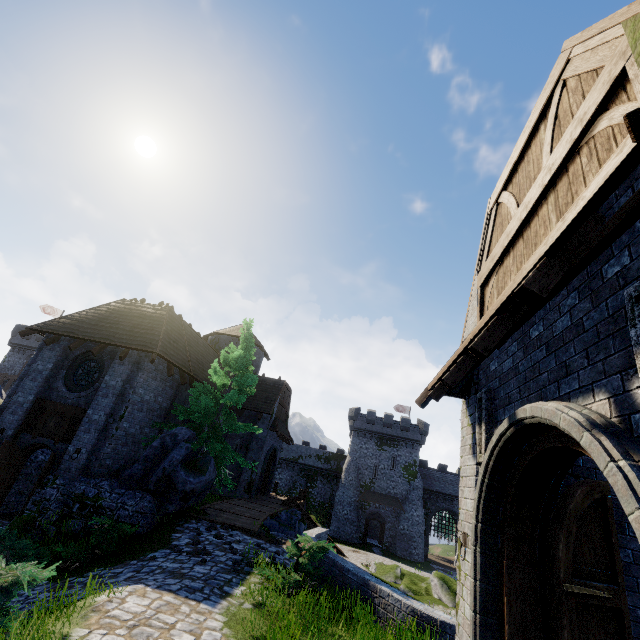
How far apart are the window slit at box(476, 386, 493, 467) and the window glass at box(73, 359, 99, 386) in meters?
16.0 m

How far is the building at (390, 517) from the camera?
41.78m

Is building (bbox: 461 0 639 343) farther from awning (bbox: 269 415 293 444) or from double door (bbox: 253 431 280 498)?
double door (bbox: 253 431 280 498)

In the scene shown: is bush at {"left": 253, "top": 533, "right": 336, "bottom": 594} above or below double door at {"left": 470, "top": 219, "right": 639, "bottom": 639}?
below

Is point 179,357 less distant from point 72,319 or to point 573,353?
point 72,319

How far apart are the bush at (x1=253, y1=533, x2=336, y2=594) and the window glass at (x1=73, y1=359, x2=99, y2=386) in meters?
11.3

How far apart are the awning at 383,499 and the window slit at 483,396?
43.34m

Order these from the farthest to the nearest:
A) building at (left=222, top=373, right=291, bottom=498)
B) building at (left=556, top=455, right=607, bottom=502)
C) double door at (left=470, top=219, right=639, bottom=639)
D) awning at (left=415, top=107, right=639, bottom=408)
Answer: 1. building at (left=222, top=373, right=291, bottom=498)
2. building at (left=556, top=455, right=607, bottom=502)
3. double door at (left=470, top=219, right=639, bottom=639)
4. awning at (left=415, top=107, right=639, bottom=408)
